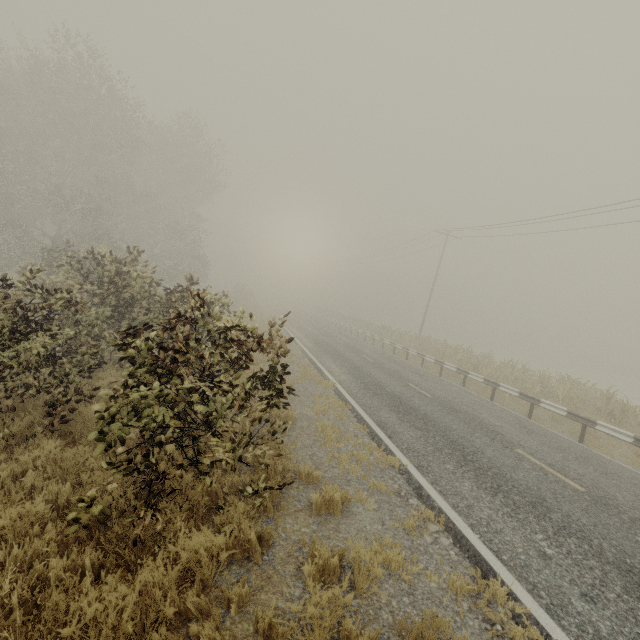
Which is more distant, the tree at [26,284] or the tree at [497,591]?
the tree at [26,284]

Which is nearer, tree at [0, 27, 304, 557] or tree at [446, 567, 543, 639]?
tree at [446, 567, 543, 639]

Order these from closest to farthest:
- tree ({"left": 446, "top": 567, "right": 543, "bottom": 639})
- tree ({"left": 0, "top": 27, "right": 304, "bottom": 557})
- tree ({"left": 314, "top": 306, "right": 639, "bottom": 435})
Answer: tree ({"left": 446, "top": 567, "right": 543, "bottom": 639}), tree ({"left": 0, "top": 27, "right": 304, "bottom": 557}), tree ({"left": 314, "top": 306, "right": 639, "bottom": 435})

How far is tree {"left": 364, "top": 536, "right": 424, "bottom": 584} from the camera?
3.8m

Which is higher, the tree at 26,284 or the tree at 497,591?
the tree at 26,284

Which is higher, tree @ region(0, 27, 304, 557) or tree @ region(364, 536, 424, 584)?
tree @ region(0, 27, 304, 557)

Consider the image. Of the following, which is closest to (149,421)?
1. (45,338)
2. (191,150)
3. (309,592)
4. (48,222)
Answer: (309,592)
